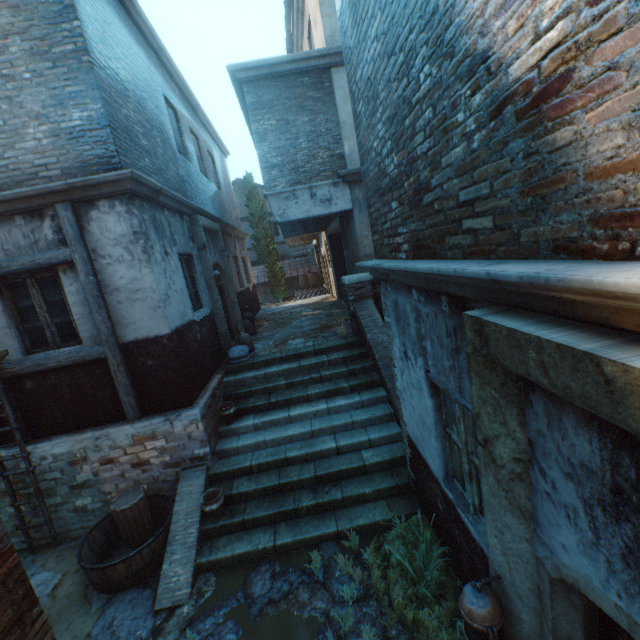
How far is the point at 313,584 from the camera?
4.25m

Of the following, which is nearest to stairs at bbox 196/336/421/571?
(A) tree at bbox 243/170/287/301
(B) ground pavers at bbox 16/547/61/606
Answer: (B) ground pavers at bbox 16/547/61/606

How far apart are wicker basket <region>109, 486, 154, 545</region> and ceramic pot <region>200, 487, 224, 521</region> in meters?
1.0

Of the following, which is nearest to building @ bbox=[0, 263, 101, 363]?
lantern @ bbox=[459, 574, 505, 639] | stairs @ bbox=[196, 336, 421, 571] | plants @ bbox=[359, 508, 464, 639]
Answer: stairs @ bbox=[196, 336, 421, 571]

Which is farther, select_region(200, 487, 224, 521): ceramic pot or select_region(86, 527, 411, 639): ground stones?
select_region(200, 487, 224, 521): ceramic pot

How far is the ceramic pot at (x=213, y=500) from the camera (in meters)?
5.07

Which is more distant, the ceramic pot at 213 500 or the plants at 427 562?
the ceramic pot at 213 500

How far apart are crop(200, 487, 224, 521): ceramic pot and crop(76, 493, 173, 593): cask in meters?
0.6
